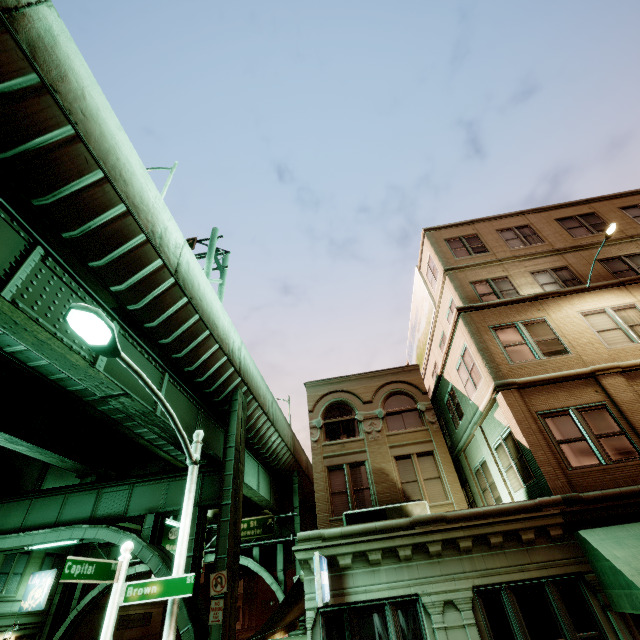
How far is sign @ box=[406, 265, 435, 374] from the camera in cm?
1964

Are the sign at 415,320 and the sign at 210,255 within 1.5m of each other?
no

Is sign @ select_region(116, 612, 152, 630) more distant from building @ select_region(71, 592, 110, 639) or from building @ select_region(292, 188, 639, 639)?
building @ select_region(292, 188, 639, 639)

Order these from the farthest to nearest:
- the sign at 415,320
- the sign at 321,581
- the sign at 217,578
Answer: the sign at 415,320, the sign at 217,578, the sign at 321,581

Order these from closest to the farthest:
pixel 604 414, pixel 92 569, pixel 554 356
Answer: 1. pixel 92 569
2. pixel 604 414
3. pixel 554 356

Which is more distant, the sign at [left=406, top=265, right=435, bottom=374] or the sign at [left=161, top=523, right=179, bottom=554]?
the sign at [left=161, top=523, right=179, bottom=554]

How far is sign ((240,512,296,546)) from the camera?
26.2m

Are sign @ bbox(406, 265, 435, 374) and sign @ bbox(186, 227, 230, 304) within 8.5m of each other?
no
